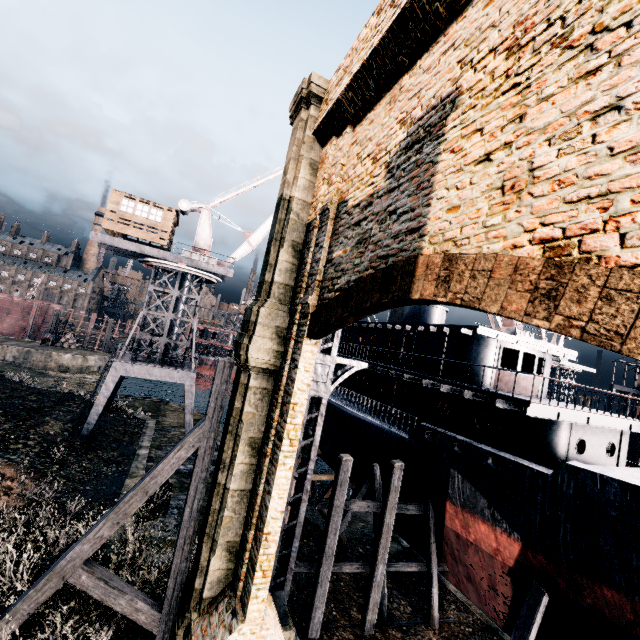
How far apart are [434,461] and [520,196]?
13.87m

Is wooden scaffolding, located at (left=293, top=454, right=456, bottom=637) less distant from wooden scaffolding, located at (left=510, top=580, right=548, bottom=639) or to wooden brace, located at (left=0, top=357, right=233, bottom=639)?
wooden scaffolding, located at (left=510, top=580, right=548, bottom=639)

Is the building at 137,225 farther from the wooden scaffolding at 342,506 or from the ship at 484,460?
the wooden scaffolding at 342,506

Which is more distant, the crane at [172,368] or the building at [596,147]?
the crane at [172,368]

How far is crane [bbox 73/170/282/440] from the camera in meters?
24.2

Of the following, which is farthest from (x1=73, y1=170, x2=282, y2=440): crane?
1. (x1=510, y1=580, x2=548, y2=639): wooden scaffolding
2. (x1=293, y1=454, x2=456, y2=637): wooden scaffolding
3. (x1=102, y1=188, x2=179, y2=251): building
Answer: (x1=510, y1=580, x2=548, y2=639): wooden scaffolding

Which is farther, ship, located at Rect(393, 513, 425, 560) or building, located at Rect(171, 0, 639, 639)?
ship, located at Rect(393, 513, 425, 560)

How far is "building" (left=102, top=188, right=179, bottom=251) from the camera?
24.4m
